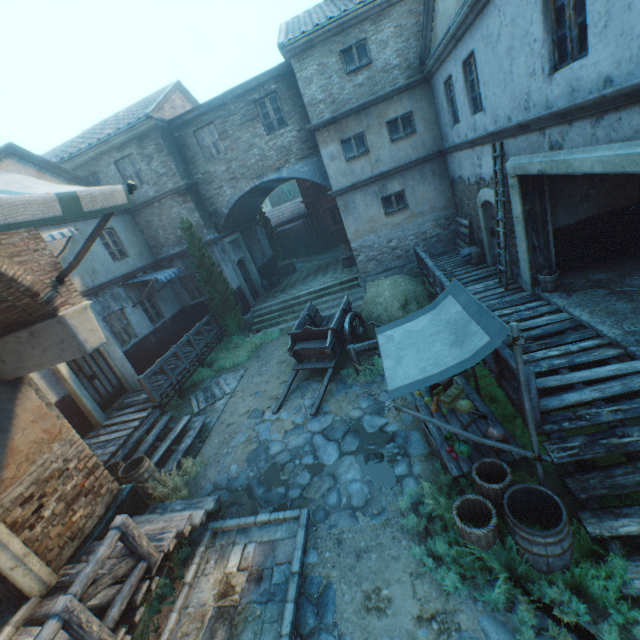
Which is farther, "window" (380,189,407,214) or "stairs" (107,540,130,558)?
"window" (380,189,407,214)

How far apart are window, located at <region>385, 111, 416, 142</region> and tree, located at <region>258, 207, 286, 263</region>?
12.1m

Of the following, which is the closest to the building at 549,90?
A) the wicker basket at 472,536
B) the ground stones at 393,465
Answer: the ground stones at 393,465

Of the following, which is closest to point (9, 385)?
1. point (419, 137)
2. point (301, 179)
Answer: point (419, 137)

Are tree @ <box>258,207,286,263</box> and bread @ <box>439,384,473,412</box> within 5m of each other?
no

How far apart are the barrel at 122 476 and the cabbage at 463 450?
6.80m

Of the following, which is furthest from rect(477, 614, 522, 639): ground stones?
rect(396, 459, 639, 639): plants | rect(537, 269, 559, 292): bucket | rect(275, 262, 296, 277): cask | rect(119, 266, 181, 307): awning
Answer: rect(275, 262, 296, 277): cask

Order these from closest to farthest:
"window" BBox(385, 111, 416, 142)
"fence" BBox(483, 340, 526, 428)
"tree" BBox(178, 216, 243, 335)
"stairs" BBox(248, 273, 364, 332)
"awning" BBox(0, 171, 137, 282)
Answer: "awning" BBox(0, 171, 137, 282)
"fence" BBox(483, 340, 526, 428)
"window" BBox(385, 111, 416, 142)
"tree" BBox(178, 216, 243, 335)
"stairs" BBox(248, 273, 364, 332)
